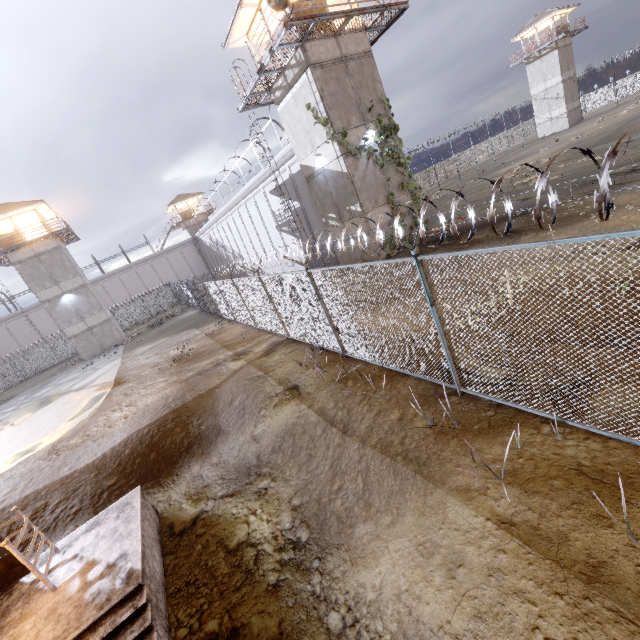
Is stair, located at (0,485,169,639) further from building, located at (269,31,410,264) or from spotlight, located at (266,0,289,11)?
spotlight, located at (266,0,289,11)

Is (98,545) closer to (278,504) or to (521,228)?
(278,504)

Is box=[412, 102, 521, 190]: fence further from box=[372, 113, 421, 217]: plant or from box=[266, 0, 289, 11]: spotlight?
box=[266, 0, 289, 11]: spotlight

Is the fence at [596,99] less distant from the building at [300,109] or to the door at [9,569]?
the building at [300,109]

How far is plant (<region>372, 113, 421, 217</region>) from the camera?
16.7 meters

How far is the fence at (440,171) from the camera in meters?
45.9 m

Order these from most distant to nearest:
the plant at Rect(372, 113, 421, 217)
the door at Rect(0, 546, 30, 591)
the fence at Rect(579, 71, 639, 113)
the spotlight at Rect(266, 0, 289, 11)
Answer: the fence at Rect(579, 71, 639, 113), the plant at Rect(372, 113, 421, 217), the spotlight at Rect(266, 0, 289, 11), the door at Rect(0, 546, 30, 591)

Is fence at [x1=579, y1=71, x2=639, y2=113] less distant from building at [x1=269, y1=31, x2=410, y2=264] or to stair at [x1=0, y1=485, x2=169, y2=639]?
stair at [x1=0, y1=485, x2=169, y2=639]
